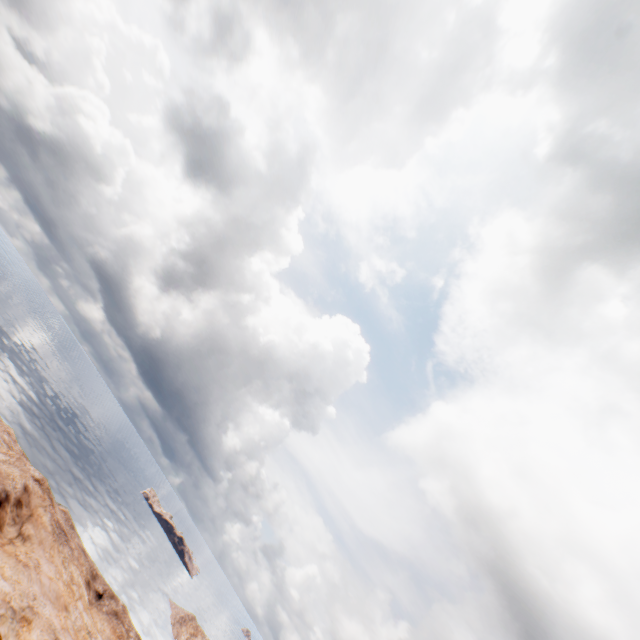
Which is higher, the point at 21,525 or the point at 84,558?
the point at 21,525
